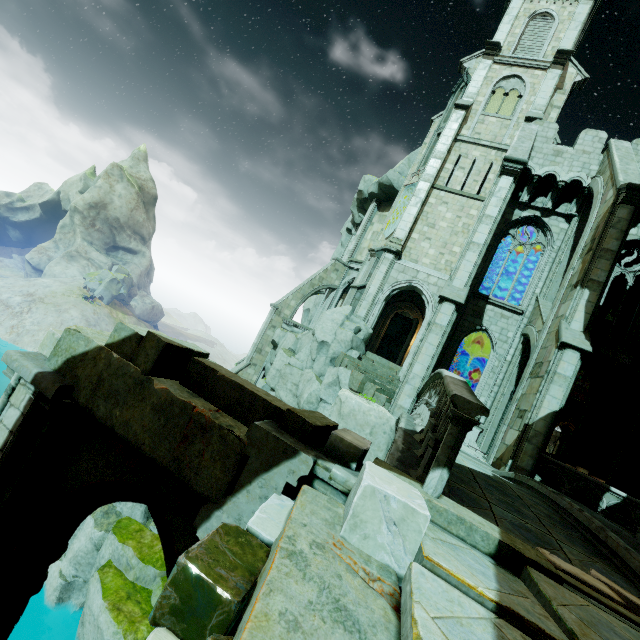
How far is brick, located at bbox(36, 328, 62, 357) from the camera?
4.41m

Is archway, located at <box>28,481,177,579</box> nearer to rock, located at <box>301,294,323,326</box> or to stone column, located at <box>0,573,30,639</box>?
stone column, located at <box>0,573,30,639</box>

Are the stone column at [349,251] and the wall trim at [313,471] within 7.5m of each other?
no

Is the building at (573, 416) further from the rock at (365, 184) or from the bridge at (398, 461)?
the bridge at (398, 461)

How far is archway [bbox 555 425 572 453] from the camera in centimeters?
3288cm

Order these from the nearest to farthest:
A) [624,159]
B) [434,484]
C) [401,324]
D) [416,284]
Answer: [434,484]
[624,159]
[416,284]
[401,324]

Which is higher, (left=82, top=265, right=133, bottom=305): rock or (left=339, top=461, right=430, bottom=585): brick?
(left=339, top=461, right=430, bottom=585): brick

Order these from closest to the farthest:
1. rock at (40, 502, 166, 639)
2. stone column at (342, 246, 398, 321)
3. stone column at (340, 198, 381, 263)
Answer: rock at (40, 502, 166, 639)
stone column at (342, 246, 398, 321)
stone column at (340, 198, 381, 263)
